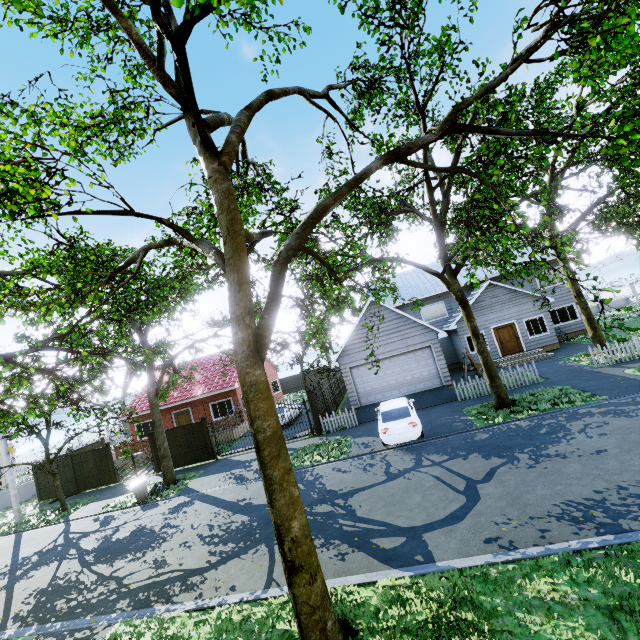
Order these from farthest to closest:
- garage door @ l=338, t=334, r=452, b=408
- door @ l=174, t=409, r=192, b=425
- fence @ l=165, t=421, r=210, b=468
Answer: door @ l=174, t=409, r=192, b=425 < fence @ l=165, t=421, r=210, b=468 < garage door @ l=338, t=334, r=452, b=408

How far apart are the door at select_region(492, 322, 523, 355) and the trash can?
22.98m

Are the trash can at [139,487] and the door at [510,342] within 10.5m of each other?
no

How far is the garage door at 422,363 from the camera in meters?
18.7 m

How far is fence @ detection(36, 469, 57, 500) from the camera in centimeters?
2111cm

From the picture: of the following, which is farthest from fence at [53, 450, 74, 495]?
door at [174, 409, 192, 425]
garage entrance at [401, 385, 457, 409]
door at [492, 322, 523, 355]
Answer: door at [492, 322, 523, 355]

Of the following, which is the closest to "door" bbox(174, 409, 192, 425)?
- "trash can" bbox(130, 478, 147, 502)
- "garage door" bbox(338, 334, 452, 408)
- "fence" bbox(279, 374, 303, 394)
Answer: "fence" bbox(279, 374, 303, 394)

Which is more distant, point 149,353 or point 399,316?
point 399,316
